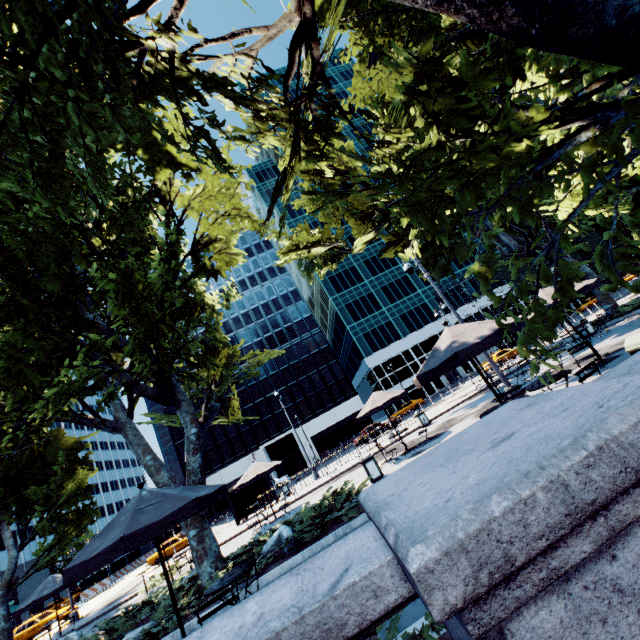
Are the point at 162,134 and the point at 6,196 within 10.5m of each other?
yes

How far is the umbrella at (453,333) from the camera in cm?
619

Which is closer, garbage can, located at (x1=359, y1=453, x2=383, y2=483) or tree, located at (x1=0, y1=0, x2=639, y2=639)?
tree, located at (x1=0, y1=0, x2=639, y2=639)

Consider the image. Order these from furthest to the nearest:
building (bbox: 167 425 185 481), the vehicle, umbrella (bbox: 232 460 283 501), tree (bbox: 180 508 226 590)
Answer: building (bbox: 167 425 185 481), the vehicle, umbrella (bbox: 232 460 283 501), tree (bbox: 180 508 226 590)

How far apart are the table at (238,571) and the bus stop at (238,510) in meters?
19.0

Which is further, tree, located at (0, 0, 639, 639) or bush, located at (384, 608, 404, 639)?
tree, located at (0, 0, 639, 639)

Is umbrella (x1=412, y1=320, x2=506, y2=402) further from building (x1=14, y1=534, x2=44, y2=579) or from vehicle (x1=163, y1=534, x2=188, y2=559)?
building (x1=14, y1=534, x2=44, y2=579)

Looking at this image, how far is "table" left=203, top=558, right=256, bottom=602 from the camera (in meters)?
5.27
